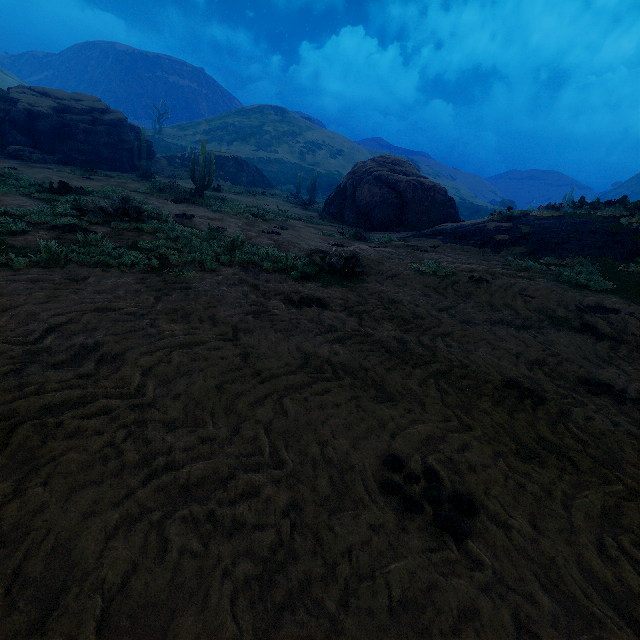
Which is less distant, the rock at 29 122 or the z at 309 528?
the z at 309 528

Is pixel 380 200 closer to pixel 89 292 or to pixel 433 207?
pixel 433 207

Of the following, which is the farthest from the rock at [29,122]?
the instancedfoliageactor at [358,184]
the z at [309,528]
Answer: the z at [309,528]

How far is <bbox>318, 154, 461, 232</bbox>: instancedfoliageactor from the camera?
17.2m

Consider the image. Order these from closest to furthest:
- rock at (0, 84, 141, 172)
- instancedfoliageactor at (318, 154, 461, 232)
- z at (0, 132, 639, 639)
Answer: z at (0, 132, 639, 639) → instancedfoliageactor at (318, 154, 461, 232) → rock at (0, 84, 141, 172)

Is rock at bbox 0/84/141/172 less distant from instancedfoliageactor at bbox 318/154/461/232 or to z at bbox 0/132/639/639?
instancedfoliageactor at bbox 318/154/461/232

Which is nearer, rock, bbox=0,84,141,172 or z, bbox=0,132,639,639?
z, bbox=0,132,639,639
